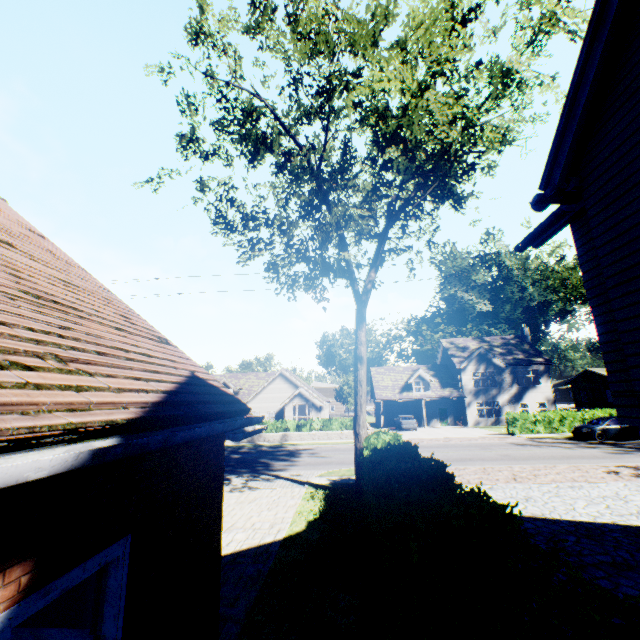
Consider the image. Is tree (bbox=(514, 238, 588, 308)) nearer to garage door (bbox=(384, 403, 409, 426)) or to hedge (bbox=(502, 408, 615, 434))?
hedge (bbox=(502, 408, 615, 434))

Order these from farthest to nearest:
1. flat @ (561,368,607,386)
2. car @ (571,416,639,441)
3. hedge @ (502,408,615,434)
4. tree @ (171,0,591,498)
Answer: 1. flat @ (561,368,607,386)
2. hedge @ (502,408,615,434)
3. car @ (571,416,639,441)
4. tree @ (171,0,591,498)

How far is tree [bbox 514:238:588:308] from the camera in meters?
34.6

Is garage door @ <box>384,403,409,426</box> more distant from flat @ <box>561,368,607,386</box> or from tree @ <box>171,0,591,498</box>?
flat @ <box>561,368,607,386</box>

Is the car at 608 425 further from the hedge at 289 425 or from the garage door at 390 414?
the garage door at 390 414

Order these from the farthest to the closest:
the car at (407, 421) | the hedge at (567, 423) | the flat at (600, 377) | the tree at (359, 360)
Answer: the flat at (600, 377), the car at (407, 421), the hedge at (567, 423), the tree at (359, 360)

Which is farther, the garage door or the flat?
the flat

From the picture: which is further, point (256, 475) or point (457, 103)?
point (256, 475)
